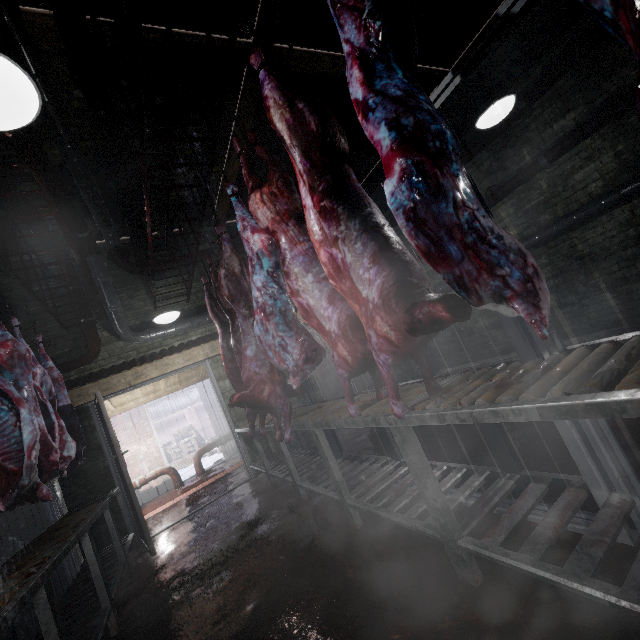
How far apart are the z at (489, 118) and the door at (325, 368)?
4.0m

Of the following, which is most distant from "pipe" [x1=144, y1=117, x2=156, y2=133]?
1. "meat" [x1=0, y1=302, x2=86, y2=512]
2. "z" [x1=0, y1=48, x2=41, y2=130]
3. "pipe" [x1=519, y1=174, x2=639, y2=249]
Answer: "z" [x1=0, y1=48, x2=41, y2=130]

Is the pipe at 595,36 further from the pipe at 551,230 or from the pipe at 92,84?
the pipe at 551,230

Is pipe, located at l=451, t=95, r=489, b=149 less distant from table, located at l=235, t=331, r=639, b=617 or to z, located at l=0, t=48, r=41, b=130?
table, located at l=235, t=331, r=639, b=617

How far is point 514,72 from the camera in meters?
4.0 m

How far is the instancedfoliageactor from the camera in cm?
1156

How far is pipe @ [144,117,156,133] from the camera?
3.2m

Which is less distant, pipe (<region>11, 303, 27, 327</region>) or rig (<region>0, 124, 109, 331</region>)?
rig (<region>0, 124, 109, 331</region>)
